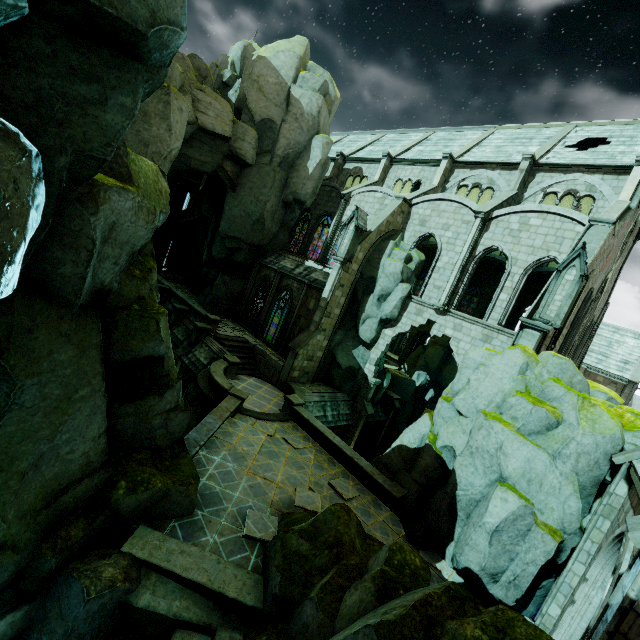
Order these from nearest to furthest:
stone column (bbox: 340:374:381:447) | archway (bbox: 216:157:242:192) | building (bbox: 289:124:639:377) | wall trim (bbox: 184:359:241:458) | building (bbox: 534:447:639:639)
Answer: building (bbox: 534:447:639:639)
wall trim (bbox: 184:359:241:458)
building (bbox: 289:124:639:377)
stone column (bbox: 340:374:381:447)
archway (bbox: 216:157:242:192)

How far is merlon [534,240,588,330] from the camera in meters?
12.7 m

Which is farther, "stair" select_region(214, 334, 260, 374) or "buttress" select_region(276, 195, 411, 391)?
"stair" select_region(214, 334, 260, 374)

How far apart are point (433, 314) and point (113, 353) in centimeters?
1801cm

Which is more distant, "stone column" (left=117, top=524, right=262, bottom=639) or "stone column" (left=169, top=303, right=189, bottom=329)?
"stone column" (left=169, top=303, right=189, bottom=329)

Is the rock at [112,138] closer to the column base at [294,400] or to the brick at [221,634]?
the brick at [221,634]

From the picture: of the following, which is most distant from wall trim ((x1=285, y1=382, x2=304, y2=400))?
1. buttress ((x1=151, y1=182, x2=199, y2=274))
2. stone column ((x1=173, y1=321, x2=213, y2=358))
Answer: buttress ((x1=151, y1=182, x2=199, y2=274))

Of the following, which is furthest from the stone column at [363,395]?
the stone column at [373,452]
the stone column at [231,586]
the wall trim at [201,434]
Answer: the stone column at [231,586]
